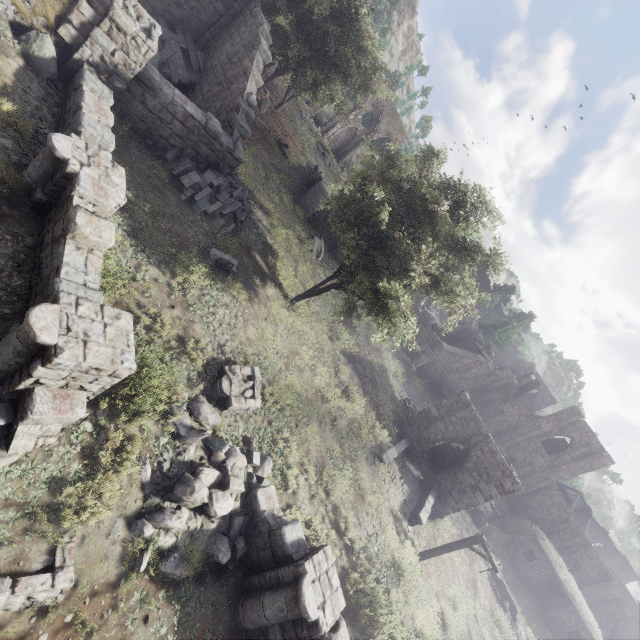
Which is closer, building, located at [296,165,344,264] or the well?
building, located at [296,165,344,264]

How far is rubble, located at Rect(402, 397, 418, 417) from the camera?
23.2 meters

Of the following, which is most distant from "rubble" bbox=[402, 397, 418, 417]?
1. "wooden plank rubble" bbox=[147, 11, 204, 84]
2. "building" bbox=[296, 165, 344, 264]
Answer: "wooden plank rubble" bbox=[147, 11, 204, 84]

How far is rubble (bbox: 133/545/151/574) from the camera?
6.00m

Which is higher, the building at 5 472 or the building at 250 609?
the building at 250 609

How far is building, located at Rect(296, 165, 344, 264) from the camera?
23.9m

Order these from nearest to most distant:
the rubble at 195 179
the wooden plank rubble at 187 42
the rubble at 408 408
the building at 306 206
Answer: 1. the rubble at 195 179
2. the wooden plank rubble at 187 42
3. the rubble at 408 408
4. the building at 306 206

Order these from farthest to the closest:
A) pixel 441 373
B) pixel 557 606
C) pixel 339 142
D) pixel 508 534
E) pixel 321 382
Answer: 1. pixel 339 142
2. pixel 441 373
3. pixel 508 534
4. pixel 557 606
5. pixel 321 382
